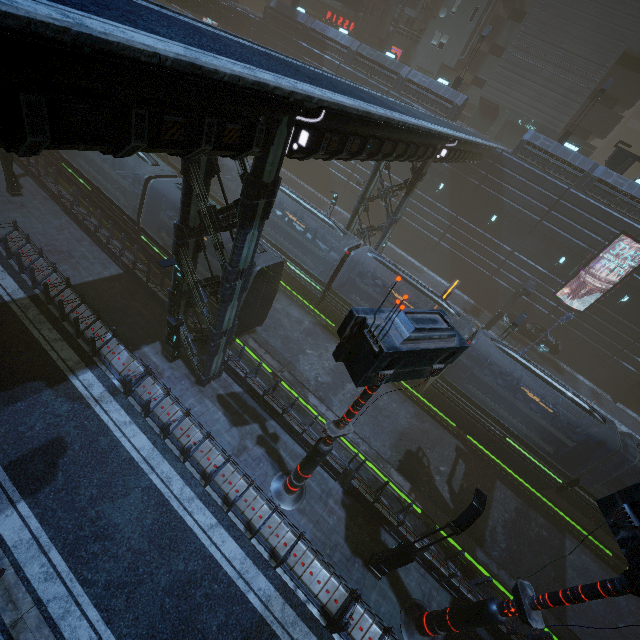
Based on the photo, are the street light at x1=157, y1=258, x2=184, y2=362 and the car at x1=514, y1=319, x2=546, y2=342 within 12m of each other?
no

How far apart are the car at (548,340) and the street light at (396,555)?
23.90m

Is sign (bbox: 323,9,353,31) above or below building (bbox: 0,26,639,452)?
above

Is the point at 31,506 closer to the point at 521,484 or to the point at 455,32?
the point at 521,484

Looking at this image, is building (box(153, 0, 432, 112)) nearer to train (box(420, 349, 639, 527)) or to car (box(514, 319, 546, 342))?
train (box(420, 349, 639, 527))

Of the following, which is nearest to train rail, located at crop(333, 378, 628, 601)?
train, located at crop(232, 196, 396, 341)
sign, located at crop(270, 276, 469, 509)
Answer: train, located at crop(232, 196, 396, 341)

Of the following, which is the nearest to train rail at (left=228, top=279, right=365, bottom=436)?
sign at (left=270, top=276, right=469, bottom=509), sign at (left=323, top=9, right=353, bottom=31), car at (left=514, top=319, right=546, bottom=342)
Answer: sign at (left=270, top=276, right=469, bottom=509)

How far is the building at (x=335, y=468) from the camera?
13.20m
